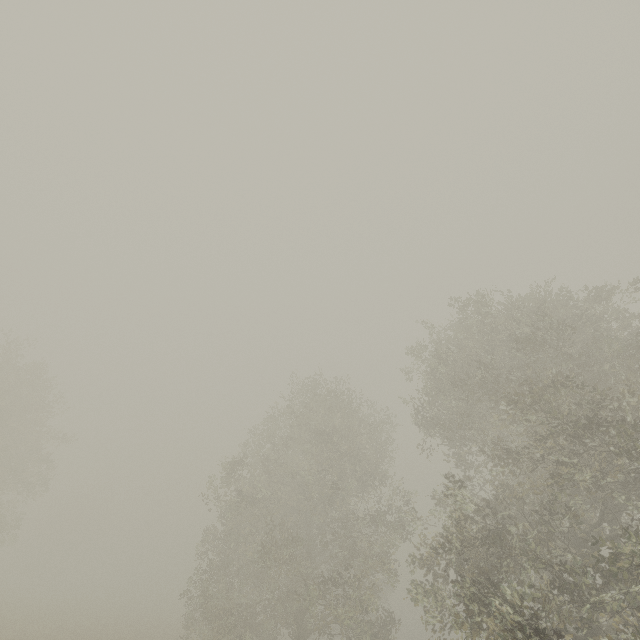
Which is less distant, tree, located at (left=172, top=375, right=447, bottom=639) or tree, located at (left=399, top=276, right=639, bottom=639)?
tree, located at (left=399, top=276, right=639, bottom=639)

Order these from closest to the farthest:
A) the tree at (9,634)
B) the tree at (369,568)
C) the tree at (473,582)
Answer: the tree at (473,582), the tree at (369,568), the tree at (9,634)

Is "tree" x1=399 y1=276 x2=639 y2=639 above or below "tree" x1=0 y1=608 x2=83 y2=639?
above

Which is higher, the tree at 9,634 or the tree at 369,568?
the tree at 369,568

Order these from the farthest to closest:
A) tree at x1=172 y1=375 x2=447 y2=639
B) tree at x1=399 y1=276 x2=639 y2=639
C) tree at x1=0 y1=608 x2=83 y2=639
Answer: tree at x1=0 y1=608 x2=83 y2=639 → tree at x1=172 y1=375 x2=447 y2=639 → tree at x1=399 y1=276 x2=639 y2=639

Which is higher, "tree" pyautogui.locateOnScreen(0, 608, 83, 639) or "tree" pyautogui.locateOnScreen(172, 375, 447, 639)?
"tree" pyautogui.locateOnScreen(172, 375, 447, 639)

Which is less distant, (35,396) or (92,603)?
(35,396)
